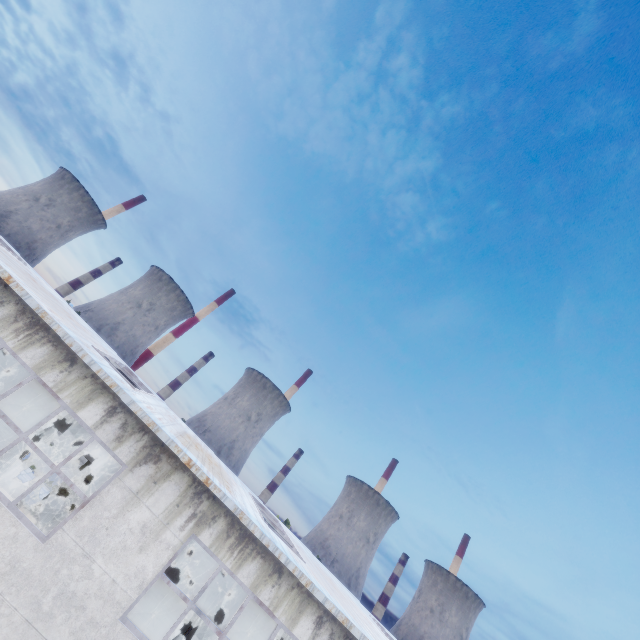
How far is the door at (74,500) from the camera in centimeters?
1908cm

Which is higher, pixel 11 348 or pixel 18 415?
pixel 11 348

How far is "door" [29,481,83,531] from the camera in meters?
19.1

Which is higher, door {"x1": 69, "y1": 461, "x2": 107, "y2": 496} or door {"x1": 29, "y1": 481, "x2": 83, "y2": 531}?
door {"x1": 69, "y1": 461, "x2": 107, "y2": 496}

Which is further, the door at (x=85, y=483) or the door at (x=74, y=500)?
the door at (x=85, y=483)

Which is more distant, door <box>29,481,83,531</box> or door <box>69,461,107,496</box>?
door <box>69,461,107,496</box>
